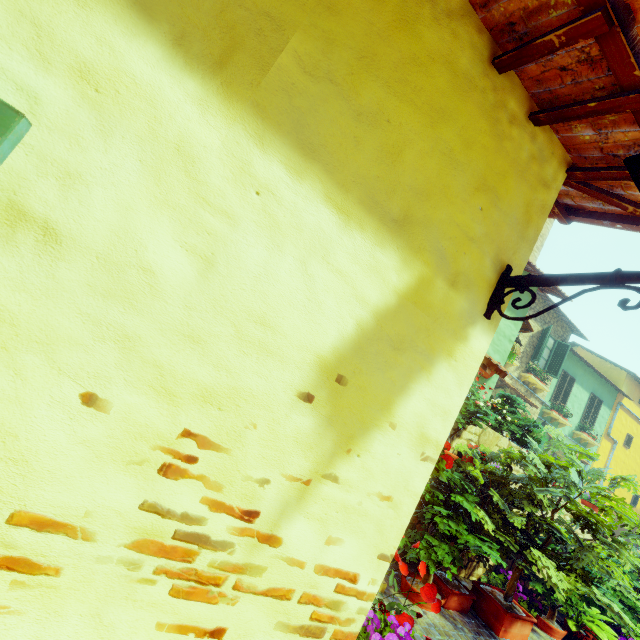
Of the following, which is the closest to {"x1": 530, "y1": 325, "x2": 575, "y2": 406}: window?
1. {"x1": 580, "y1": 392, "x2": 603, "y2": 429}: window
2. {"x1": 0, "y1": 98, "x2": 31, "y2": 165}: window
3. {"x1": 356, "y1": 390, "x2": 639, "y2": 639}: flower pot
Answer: {"x1": 580, "y1": 392, "x2": 603, "y2": 429}: window

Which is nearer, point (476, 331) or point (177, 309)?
point (177, 309)

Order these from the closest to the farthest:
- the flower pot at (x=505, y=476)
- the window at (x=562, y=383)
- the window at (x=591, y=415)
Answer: the flower pot at (x=505, y=476)
the window at (x=562, y=383)
the window at (x=591, y=415)

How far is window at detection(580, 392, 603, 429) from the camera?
16.0m

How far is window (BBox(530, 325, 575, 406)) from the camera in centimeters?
1362cm

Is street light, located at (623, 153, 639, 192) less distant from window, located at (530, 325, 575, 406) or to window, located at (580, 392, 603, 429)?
window, located at (530, 325, 575, 406)

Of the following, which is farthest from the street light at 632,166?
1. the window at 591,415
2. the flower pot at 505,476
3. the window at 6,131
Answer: the window at 591,415
